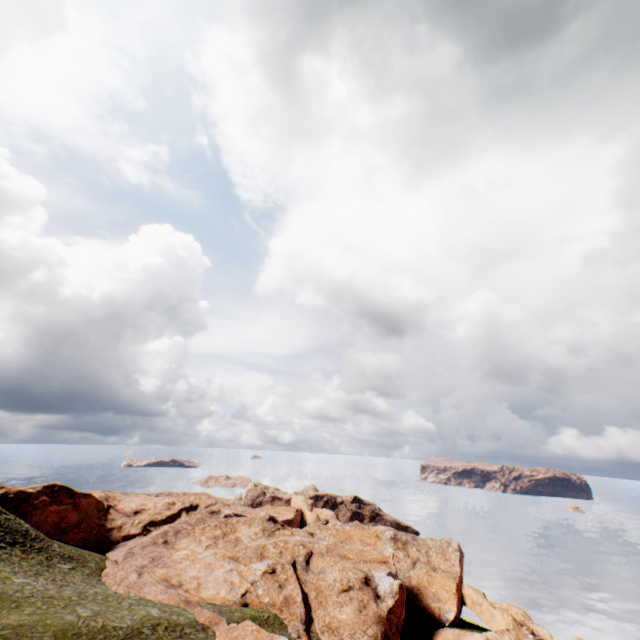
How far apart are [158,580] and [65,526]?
25.74m
